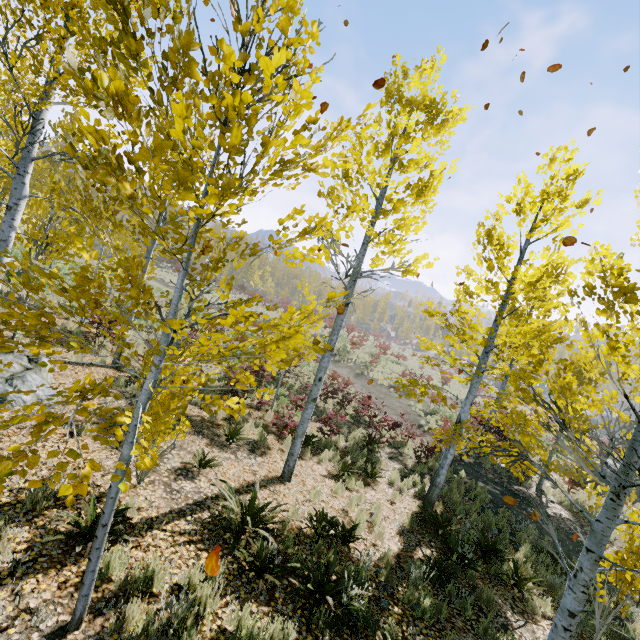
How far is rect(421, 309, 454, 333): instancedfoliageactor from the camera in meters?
8.4 m

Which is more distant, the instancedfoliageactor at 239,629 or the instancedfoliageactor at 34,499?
the instancedfoliageactor at 239,629

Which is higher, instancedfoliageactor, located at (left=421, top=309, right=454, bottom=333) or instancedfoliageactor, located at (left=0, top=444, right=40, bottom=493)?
instancedfoliageactor, located at (left=421, top=309, right=454, bottom=333)

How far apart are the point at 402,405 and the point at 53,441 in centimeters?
1894cm

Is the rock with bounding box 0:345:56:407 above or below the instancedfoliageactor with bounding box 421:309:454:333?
below

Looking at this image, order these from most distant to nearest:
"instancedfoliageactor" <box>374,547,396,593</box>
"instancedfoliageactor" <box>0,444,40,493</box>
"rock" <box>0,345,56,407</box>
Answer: "rock" <box>0,345,56,407</box> < "instancedfoliageactor" <box>374,547,396,593</box> < "instancedfoliageactor" <box>0,444,40,493</box>

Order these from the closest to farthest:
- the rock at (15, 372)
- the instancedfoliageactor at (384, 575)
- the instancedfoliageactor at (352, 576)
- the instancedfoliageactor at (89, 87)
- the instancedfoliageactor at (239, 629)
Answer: the instancedfoliageactor at (89, 87) < the instancedfoliageactor at (239, 629) < the instancedfoliageactor at (352, 576) < the instancedfoliageactor at (384, 575) < the rock at (15, 372)
